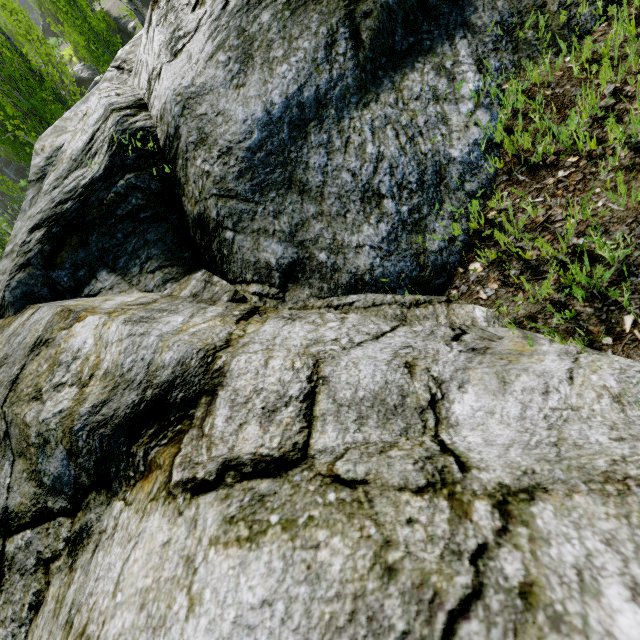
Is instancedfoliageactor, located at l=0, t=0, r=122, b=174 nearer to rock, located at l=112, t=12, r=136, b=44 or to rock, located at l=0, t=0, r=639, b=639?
rock, located at l=0, t=0, r=639, b=639

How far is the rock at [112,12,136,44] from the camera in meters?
24.6 m

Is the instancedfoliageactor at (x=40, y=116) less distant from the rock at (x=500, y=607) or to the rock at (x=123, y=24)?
the rock at (x=500, y=607)

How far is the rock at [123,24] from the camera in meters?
24.6 m

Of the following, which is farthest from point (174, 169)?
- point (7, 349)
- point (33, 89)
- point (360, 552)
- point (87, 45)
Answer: point (87, 45)

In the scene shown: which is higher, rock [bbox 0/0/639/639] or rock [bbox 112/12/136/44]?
rock [bbox 0/0/639/639]
